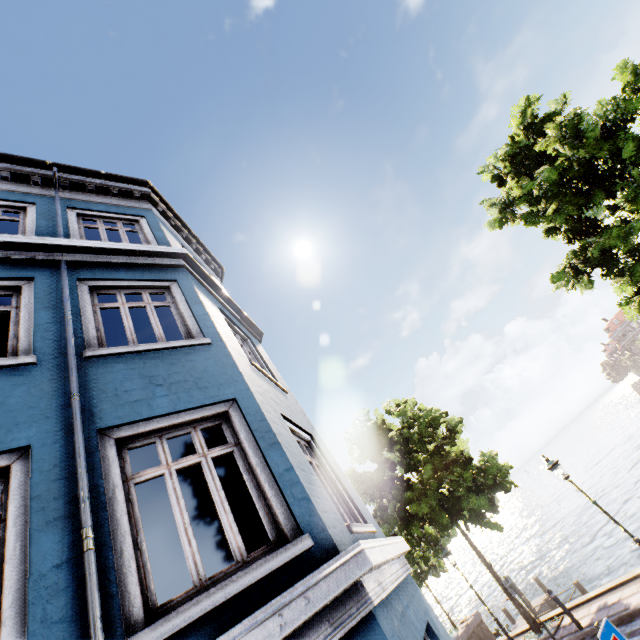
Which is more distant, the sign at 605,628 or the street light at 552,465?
the street light at 552,465

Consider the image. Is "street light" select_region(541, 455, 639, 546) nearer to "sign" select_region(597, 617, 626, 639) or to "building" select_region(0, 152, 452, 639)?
"sign" select_region(597, 617, 626, 639)

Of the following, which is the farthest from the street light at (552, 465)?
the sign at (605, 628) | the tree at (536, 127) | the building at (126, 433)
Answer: the building at (126, 433)

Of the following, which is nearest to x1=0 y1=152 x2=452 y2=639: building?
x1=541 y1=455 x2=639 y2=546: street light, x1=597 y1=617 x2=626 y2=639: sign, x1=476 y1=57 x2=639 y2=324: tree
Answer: x1=597 y1=617 x2=626 y2=639: sign

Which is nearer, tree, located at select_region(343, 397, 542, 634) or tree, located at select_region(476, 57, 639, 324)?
tree, located at select_region(476, 57, 639, 324)

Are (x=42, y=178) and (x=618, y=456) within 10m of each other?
no

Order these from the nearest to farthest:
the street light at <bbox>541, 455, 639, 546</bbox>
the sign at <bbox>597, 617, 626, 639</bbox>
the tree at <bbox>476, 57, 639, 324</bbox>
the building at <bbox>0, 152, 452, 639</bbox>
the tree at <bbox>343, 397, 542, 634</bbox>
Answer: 1. the building at <bbox>0, 152, 452, 639</bbox>
2. the sign at <bbox>597, 617, 626, 639</bbox>
3. the tree at <bbox>476, 57, 639, 324</bbox>
4. the street light at <bbox>541, 455, 639, 546</bbox>
5. the tree at <bbox>343, 397, 542, 634</bbox>

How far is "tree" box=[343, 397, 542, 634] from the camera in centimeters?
1277cm
